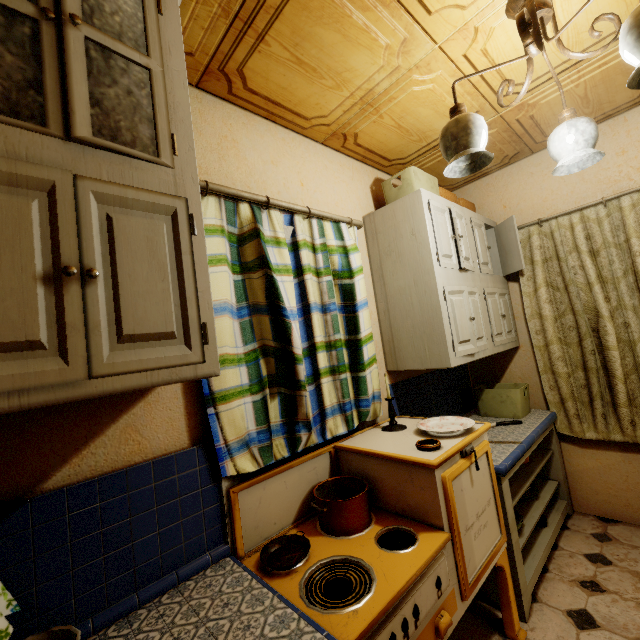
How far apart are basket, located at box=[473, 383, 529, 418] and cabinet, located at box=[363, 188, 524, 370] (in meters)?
0.31

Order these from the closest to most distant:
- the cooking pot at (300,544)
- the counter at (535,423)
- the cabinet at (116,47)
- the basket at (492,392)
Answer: the cabinet at (116,47)
the cooking pot at (300,544)
the counter at (535,423)
the basket at (492,392)

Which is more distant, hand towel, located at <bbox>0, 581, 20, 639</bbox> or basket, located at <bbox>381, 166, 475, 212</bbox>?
basket, located at <bbox>381, 166, 475, 212</bbox>

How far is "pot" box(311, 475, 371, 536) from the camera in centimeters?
139cm

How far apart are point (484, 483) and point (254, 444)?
1.1 meters

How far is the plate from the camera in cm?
164

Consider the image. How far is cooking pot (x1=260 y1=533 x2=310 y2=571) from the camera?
1.21m

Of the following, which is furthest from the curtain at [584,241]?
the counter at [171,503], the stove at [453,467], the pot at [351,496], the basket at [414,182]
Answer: the counter at [171,503]
